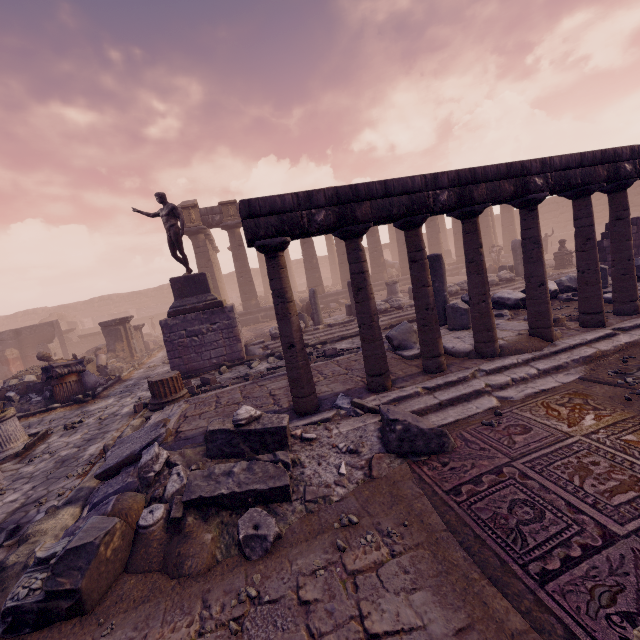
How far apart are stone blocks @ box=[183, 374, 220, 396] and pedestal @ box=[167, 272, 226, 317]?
2.66m

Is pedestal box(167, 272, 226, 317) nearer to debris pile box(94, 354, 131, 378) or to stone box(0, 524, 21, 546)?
debris pile box(94, 354, 131, 378)

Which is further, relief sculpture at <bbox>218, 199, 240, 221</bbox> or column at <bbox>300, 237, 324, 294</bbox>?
column at <bbox>300, 237, 324, 294</bbox>

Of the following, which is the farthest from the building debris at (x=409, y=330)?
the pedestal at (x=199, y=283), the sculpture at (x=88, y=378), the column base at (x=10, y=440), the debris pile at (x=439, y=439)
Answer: the sculpture at (x=88, y=378)

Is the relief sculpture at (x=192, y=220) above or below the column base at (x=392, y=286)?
above

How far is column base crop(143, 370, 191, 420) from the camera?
7.1 meters

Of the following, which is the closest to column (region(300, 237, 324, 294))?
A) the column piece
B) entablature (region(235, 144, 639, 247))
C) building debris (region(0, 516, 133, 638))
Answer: the column piece

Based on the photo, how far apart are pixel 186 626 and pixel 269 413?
2.71m
